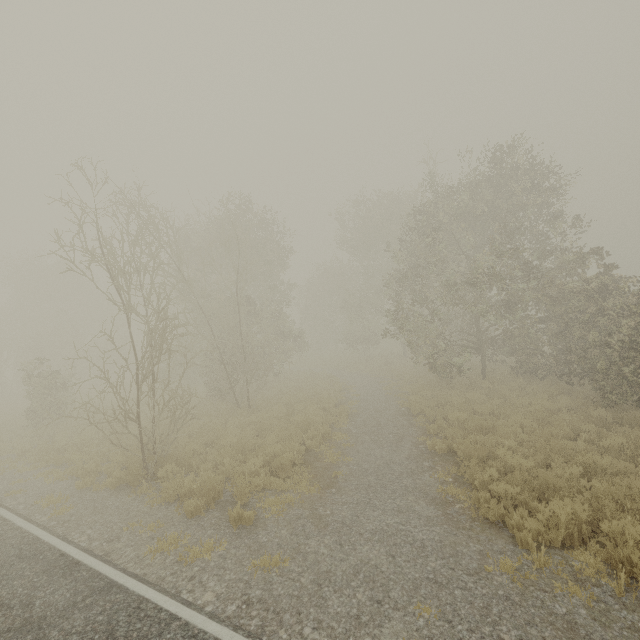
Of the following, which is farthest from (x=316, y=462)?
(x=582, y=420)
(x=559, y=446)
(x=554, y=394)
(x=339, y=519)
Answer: (x=554, y=394)
